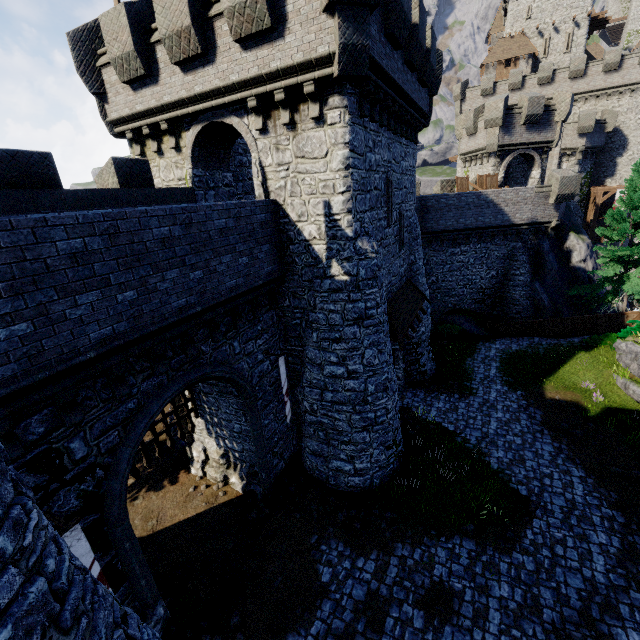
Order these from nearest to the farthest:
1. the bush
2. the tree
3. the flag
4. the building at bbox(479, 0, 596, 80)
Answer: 1. the flag
2. the bush
3. the tree
4. the building at bbox(479, 0, 596, 80)

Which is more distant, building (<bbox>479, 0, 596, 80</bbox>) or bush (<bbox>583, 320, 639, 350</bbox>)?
building (<bbox>479, 0, 596, 80</bbox>)

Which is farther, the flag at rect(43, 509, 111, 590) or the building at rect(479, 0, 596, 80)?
the building at rect(479, 0, 596, 80)

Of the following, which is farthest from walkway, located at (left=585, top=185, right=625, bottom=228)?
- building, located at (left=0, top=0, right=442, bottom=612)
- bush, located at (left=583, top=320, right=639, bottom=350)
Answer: building, located at (left=0, top=0, right=442, bottom=612)

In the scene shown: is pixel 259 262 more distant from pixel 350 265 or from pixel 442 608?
pixel 442 608

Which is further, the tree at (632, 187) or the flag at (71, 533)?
the tree at (632, 187)

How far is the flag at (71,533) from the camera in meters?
5.6 m

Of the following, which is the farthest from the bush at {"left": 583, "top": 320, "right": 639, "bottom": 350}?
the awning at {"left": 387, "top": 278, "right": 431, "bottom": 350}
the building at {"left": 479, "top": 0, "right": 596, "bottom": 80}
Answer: the building at {"left": 479, "top": 0, "right": 596, "bottom": 80}
